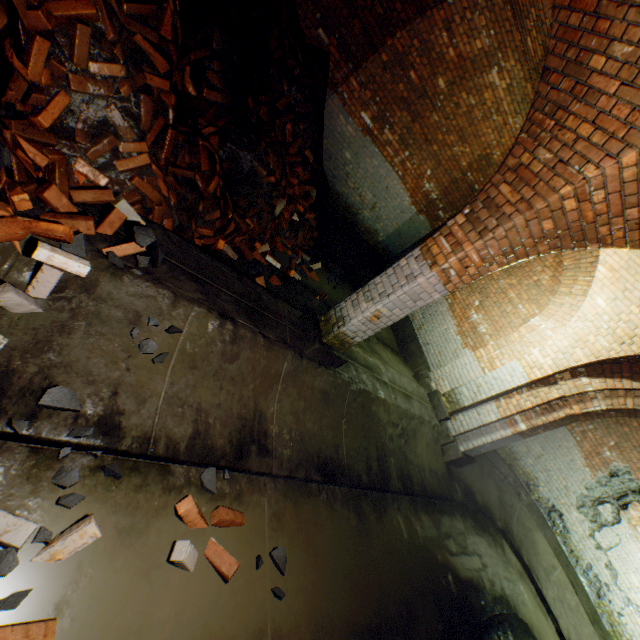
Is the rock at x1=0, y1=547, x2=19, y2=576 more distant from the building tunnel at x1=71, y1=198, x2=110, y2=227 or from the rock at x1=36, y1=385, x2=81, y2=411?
the rock at x1=36, y1=385, x2=81, y2=411

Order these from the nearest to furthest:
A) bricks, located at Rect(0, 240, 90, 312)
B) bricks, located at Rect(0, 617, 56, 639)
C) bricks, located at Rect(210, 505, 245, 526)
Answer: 1. bricks, located at Rect(0, 617, 56, 639)
2. bricks, located at Rect(0, 240, 90, 312)
3. bricks, located at Rect(210, 505, 245, 526)

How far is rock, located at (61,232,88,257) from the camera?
2.35m

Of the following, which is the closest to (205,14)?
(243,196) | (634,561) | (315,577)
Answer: (243,196)

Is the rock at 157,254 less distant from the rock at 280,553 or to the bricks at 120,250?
the bricks at 120,250

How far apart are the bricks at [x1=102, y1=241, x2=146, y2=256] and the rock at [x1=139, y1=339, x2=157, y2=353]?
0.7m

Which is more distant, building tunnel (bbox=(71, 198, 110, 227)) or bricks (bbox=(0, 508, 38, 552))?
building tunnel (bbox=(71, 198, 110, 227))

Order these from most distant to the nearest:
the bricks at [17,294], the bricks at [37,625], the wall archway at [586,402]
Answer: the wall archway at [586,402] < the bricks at [17,294] < the bricks at [37,625]
